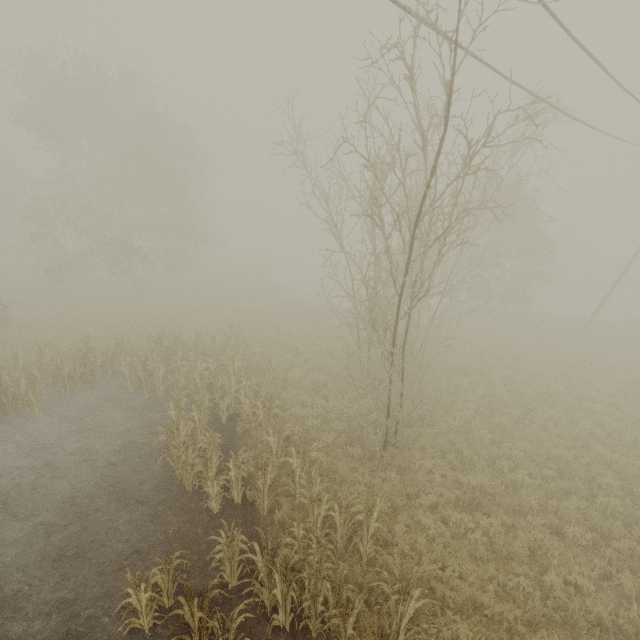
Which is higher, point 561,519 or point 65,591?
point 561,519

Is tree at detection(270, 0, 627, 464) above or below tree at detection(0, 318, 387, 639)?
above

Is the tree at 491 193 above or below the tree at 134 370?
above
